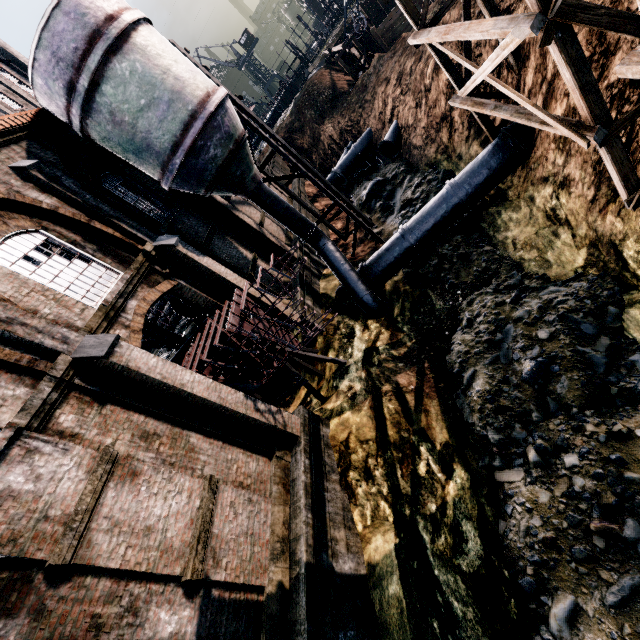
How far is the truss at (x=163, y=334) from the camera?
15.4 meters

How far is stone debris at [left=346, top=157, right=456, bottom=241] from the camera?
20.7 meters

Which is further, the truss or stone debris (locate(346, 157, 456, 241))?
stone debris (locate(346, 157, 456, 241))

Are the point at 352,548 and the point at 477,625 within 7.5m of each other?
yes

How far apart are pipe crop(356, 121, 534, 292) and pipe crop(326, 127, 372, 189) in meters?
16.6 m

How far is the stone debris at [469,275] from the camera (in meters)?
15.22

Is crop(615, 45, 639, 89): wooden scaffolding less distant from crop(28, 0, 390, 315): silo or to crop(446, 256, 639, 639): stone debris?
crop(446, 256, 639, 639): stone debris
